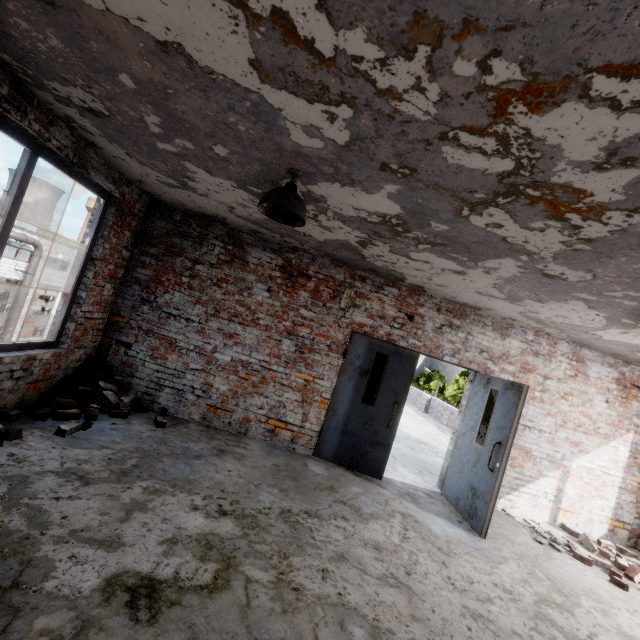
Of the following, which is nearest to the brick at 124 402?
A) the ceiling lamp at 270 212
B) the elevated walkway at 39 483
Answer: the elevated walkway at 39 483

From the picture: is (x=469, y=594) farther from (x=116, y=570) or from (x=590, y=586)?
(x=116, y=570)

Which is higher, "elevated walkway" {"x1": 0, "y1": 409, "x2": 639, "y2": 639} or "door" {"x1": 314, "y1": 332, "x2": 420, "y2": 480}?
"door" {"x1": 314, "y1": 332, "x2": 420, "y2": 480}

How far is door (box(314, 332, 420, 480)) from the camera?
5.3 meters

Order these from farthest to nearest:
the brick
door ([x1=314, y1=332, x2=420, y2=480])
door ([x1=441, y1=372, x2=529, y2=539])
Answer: door ([x1=314, y1=332, x2=420, y2=480]) < door ([x1=441, y1=372, x2=529, y2=539]) < the brick

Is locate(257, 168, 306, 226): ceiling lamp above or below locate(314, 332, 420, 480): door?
above

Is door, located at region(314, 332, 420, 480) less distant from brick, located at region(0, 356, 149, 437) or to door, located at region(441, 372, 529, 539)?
door, located at region(441, 372, 529, 539)

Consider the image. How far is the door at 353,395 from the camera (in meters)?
5.26
